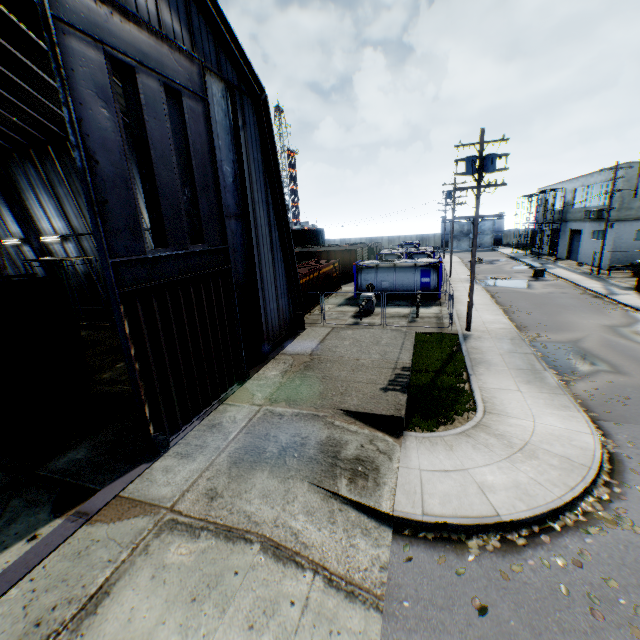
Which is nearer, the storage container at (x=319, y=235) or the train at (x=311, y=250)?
the train at (x=311, y=250)

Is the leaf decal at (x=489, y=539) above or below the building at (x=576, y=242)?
below

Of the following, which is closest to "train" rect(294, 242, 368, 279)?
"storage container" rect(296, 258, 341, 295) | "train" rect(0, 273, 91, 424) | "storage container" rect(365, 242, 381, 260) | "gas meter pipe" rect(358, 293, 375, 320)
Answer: "storage container" rect(365, 242, 381, 260)

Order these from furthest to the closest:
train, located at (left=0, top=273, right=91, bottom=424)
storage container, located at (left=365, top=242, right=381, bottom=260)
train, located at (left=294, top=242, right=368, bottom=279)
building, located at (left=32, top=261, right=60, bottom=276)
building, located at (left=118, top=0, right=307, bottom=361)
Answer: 1. storage container, located at (left=365, top=242, right=381, bottom=260)
2. train, located at (left=294, top=242, right=368, bottom=279)
3. building, located at (left=32, top=261, right=60, bottom=276)
4. building, located at (left=118, top=0, right=307, bottom=361)
5. train, located at (left=0, top=273, right=91, bottom=424)

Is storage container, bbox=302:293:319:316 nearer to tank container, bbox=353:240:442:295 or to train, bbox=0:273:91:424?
tank container, bbox=353:240:442:295

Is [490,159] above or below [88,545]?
above

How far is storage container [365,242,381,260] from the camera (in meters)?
45.22

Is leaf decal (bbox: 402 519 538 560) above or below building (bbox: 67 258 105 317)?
below
